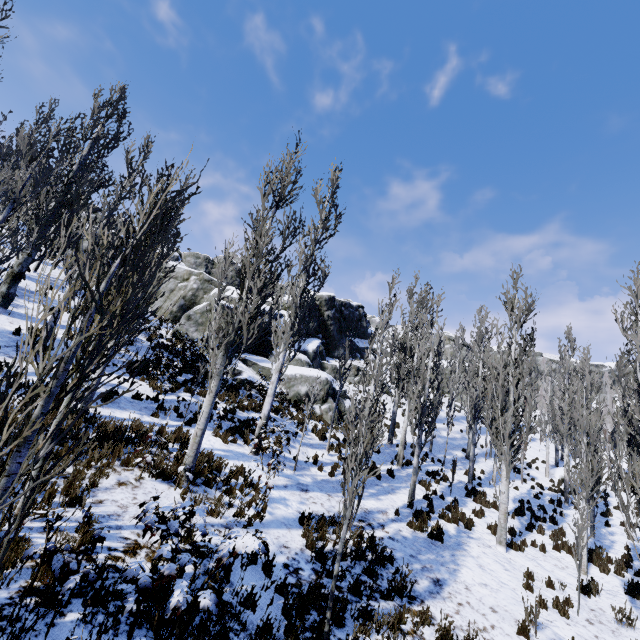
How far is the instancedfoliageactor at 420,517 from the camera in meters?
10.5 m

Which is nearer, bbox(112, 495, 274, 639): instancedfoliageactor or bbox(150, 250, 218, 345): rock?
bbox(112, 495, 274, 639): instancedfoliageactor

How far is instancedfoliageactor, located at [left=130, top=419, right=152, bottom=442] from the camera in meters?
7.1 m

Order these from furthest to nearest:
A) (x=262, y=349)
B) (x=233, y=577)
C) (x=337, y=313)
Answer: (x=337, y=313)
(x=262, y=349)
(x=233, y=577)

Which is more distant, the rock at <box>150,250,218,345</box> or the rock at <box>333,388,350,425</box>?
the rock at <box>150,250,218,345</box>

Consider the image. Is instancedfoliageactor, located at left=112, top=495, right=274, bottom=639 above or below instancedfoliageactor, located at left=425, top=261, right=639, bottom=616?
below

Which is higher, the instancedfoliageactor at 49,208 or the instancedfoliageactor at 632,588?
the instancedfoliageactor at 49,208

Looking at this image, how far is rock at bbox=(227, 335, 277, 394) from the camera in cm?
1934
